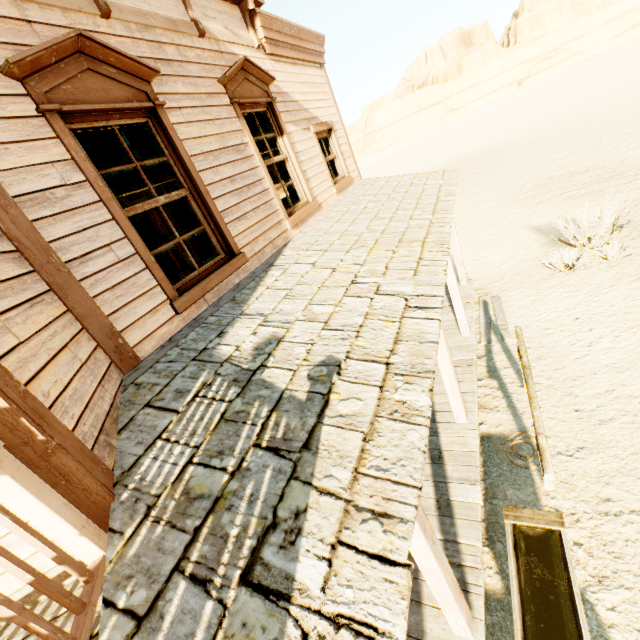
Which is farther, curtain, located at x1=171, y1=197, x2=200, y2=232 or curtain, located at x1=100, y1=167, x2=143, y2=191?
curtain, located at x1=171, y1=197, x2=200, y2=232

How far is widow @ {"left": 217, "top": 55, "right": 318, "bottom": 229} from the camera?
4.4 meters

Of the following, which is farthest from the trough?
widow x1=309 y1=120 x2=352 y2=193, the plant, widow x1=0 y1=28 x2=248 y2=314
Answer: the plant

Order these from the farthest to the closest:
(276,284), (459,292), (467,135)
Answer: (467,135), (459,292), (276,284)

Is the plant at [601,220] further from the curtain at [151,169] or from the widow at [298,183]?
the curtain at [151,169]

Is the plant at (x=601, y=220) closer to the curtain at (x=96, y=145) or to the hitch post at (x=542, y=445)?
the hitch post at (x=542, y=445)

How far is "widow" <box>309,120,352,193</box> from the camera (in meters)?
6.51

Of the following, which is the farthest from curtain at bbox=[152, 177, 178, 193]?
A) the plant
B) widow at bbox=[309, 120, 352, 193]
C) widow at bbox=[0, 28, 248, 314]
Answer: → the plant
